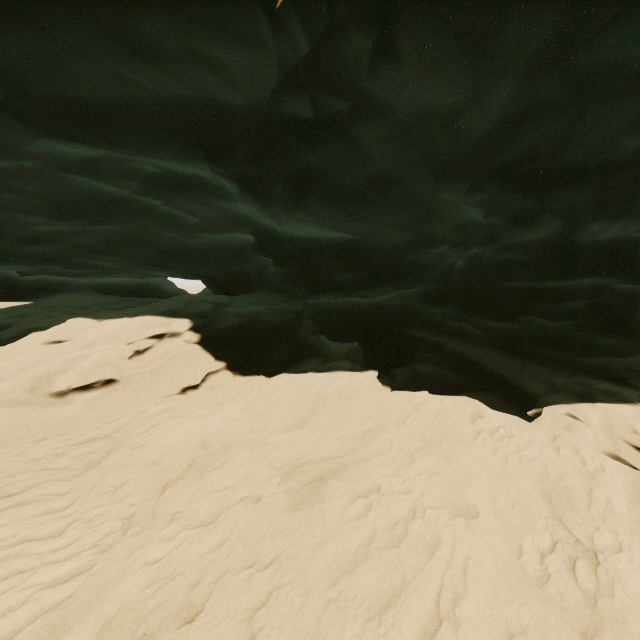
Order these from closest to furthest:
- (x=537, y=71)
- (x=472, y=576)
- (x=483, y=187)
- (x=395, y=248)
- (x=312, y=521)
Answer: (x=472, y=576) < (x=312, y=521) < (x=537, y=71) < (x=483, y=187) < (x=395, y=248)
